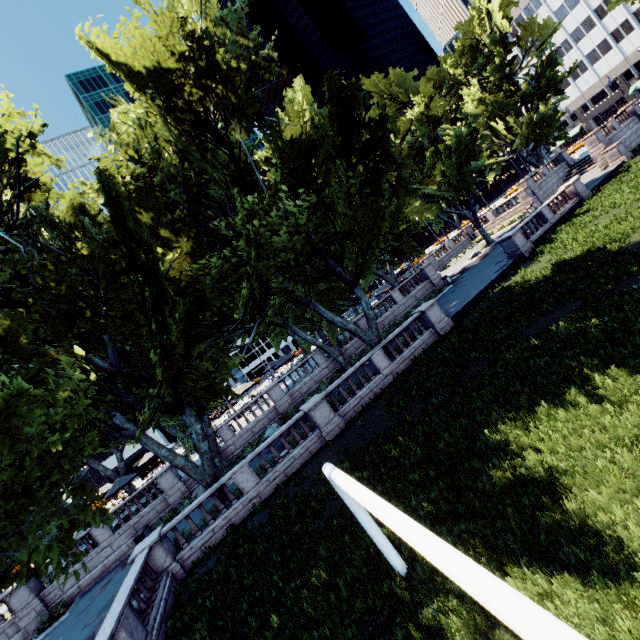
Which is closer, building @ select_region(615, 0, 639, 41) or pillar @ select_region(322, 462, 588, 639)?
pillar @ select_region(322, 462, 588, 639)

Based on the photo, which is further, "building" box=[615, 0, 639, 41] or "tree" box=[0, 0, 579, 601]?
"building" box=[615, 0, 639, 41]

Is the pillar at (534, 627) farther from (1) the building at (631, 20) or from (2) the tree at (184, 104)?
(1) the building at (631, 20)

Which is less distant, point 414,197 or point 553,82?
point 414,197

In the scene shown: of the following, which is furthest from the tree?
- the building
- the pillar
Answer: the pillar

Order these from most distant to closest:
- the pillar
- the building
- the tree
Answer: the building
the tree
the pillar

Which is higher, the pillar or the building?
the building
